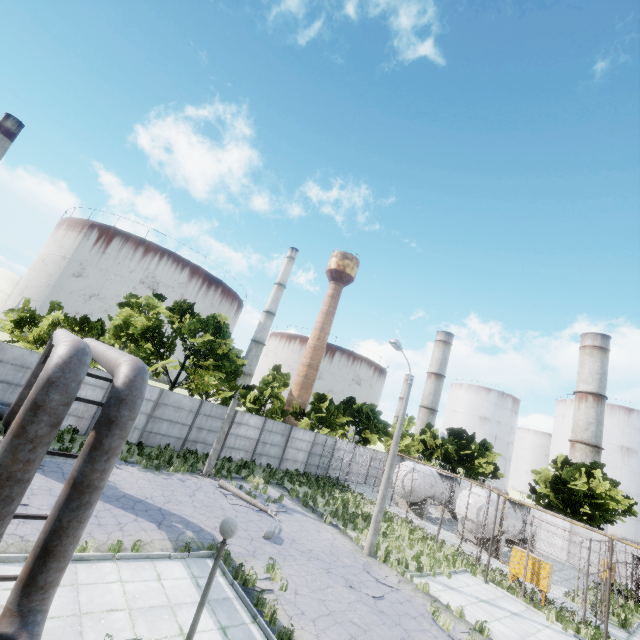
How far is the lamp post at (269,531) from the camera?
13.4m

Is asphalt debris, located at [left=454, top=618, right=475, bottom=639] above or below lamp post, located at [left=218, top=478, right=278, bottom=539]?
below

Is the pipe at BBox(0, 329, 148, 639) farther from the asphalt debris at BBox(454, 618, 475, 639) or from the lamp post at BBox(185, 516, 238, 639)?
the asphalt debris at BBox(454, 618, 475, 639)

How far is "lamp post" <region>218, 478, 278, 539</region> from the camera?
13.4m

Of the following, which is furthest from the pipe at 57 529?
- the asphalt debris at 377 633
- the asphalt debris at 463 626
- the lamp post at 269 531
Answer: the asphalt debris at 463 626

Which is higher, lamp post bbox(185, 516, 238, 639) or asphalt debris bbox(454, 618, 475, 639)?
lamp post bbox(185, 516, 238, 639)

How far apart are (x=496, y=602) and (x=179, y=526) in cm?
1494

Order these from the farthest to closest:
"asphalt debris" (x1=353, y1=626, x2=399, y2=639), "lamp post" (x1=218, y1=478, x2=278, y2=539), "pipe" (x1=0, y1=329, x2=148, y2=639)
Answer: "lamp post" (x1=218, y1=478, x2=278, y2=539) → "asphalt debris" (x1=353, y1=626, x2=399, y2=639) → "pipe" (x1=0, y1=329, x2=148, y2=639)
